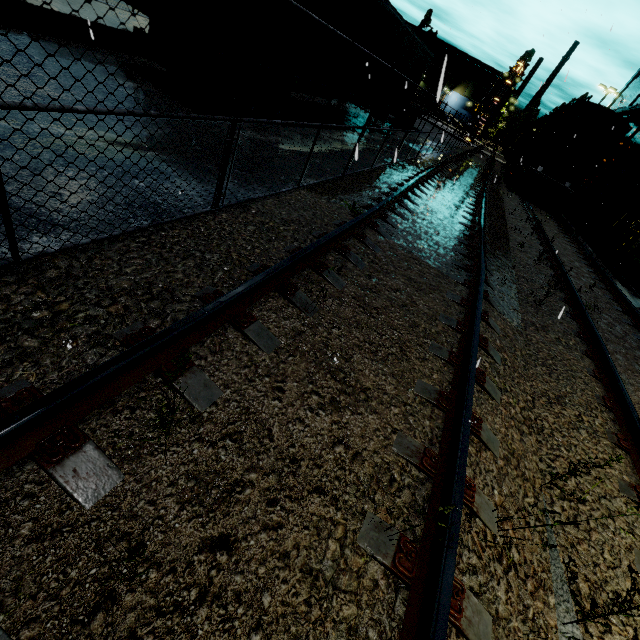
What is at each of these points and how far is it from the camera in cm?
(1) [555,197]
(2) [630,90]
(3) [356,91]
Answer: (1) bogie, 1856
(2) building, 2991
(3) semi trailer, 1244

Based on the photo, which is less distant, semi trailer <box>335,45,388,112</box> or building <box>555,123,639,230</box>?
semi trailer <box>335,45,388,112</box>

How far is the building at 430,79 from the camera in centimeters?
201cm

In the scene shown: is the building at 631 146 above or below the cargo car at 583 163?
above

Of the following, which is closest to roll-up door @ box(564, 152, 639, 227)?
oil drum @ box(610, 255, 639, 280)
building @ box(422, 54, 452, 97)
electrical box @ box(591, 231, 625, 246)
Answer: building @ box(422, 54, 452, 97)

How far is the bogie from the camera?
18.5 meters

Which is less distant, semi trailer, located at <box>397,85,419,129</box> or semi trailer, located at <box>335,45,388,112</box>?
semi trailer, located at <box>335,45,388,112</box>
